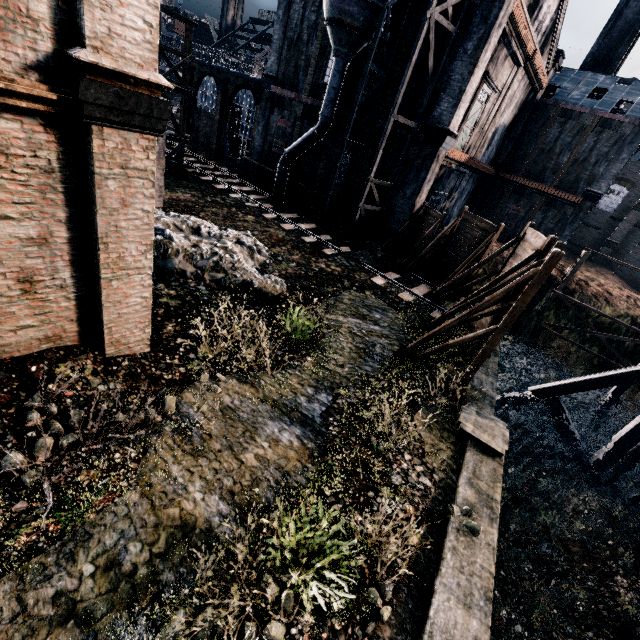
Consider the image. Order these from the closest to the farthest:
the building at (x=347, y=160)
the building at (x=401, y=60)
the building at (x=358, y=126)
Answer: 1. the building at (x=401, y=60)
2. the building at (x=358, y=126)
3. the building at (x=347, y=160)

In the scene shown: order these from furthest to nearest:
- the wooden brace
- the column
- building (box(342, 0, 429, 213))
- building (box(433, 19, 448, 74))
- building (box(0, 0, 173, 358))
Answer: building (box(342, 0, 429, 213))
building (box(433, 19, 448, 74))
the wooden brace
the column
building (box(0, 0, 173, 358))

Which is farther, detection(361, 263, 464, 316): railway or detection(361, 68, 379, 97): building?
detection(361, 68, 379, 97): building

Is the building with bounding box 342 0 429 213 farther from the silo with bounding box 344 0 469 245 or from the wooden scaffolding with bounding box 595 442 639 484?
the wooden scaffolding with bounding box 595 442 639 484

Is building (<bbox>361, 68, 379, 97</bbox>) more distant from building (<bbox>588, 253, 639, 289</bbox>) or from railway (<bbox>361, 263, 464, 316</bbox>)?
building (<bbox>588, 253, 639, 289</bbox>)

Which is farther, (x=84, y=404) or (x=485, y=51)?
(x=485, y=51)

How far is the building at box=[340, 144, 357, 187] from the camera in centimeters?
2378cm

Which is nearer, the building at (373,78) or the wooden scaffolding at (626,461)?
the wooden scaffolding at (626,461)
